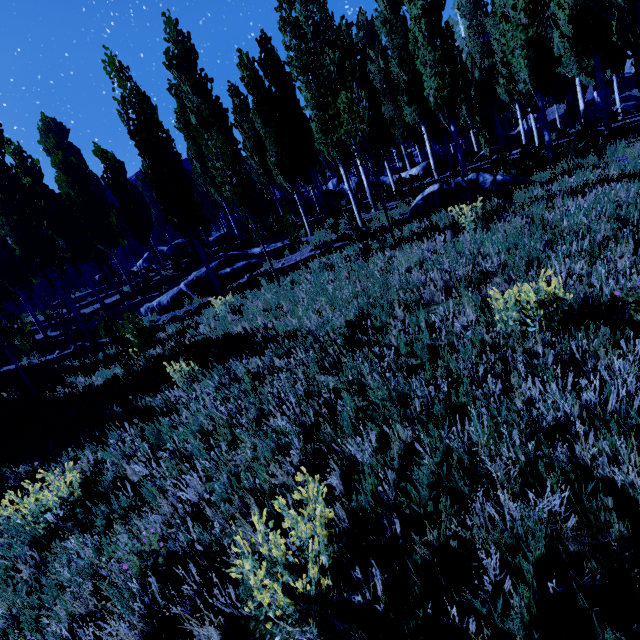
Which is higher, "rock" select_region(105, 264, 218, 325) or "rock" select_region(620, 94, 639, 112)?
"rock" select_region(620, 94, 639, 112)

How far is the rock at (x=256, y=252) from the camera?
14.0 meters

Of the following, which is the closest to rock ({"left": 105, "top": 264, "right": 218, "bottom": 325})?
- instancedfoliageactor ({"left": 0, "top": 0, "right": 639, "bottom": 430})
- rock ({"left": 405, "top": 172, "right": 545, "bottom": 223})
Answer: instancedfoliageactor ({"left": 0, "top": 0, "right": 639, "bottom": 430})

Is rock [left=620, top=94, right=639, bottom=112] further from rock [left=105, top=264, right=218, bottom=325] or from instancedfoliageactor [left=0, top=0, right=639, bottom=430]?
rock [left=105, top=264, right=218, bottom=325]

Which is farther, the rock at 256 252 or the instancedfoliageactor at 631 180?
the rock at 256 252

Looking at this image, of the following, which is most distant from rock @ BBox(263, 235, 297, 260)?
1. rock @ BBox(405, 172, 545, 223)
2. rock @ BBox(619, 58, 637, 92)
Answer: rock @ BBox(619, 58, 637, 92)

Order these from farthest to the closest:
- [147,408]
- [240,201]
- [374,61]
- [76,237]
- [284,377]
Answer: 1. [374,61]
2. [76,237]
3. [240,201]
4. [147,408]
5. [284,377]

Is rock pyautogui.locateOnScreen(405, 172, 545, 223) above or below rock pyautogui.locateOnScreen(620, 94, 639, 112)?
below
